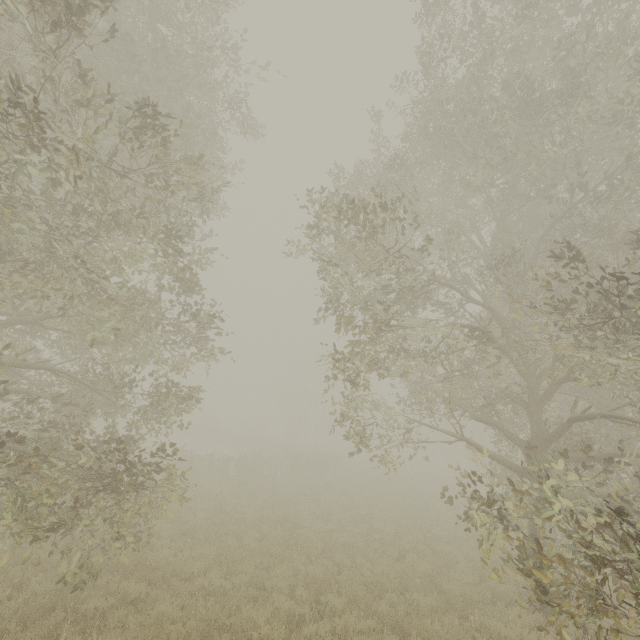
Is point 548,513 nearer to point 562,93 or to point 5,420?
point 562,93
